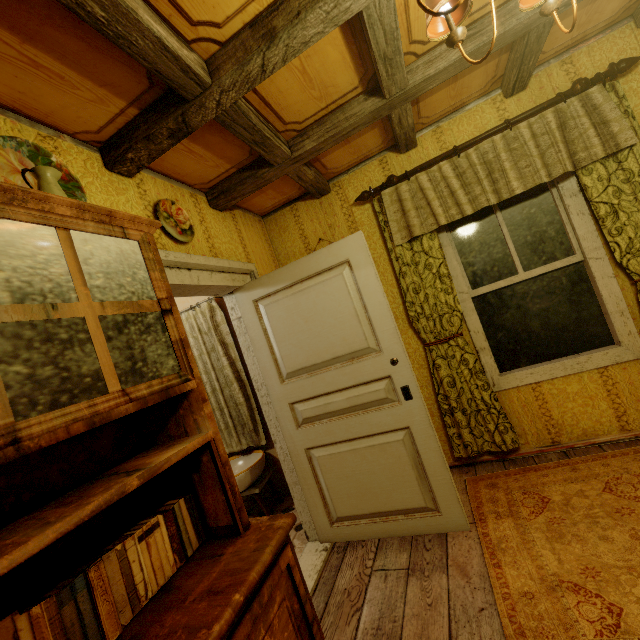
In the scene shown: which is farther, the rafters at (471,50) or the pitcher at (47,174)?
the rafters at (471,50)

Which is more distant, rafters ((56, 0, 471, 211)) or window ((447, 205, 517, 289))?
window ((447, 205, 517, 289))

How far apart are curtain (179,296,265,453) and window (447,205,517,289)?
2.4m

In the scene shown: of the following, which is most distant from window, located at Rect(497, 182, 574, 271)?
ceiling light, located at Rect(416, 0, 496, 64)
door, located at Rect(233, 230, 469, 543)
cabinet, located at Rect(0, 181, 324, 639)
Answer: cabinet, located at Rect(0, 181, 324, 639)

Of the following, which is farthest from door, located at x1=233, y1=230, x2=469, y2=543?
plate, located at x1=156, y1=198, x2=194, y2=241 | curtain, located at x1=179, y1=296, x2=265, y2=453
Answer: curtain, located at x1=179, y1=296, x2=265, y2=453

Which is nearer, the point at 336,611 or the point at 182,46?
the point at 182,46

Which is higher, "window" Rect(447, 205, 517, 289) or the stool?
"window" Rect(447, 205, 517, 289)

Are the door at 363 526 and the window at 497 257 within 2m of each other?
yes
